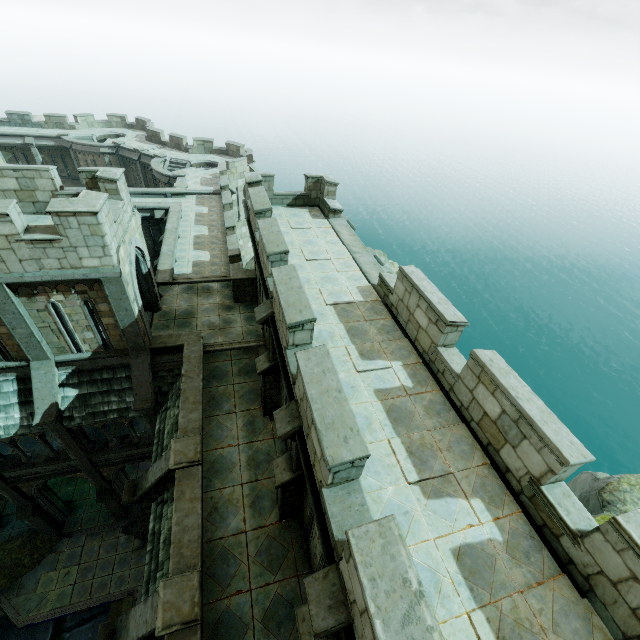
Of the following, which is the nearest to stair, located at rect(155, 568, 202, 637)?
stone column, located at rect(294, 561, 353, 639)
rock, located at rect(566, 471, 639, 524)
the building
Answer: stone column, located at rect(294, 561, 353, 639)

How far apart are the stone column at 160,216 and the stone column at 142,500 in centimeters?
1875cm

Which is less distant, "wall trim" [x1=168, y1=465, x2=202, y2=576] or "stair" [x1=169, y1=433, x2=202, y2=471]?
"wall trim" [x1=168, y1=465, x2=202, y2=576]

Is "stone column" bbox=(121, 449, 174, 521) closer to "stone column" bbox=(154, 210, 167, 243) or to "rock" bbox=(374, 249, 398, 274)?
"rock" bbox=(374, 249, 398, 274)

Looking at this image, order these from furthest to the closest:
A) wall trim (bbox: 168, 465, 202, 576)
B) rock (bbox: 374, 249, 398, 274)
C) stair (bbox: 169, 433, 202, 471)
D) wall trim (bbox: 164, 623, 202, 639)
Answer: rock (bbox: 374, 249, 398, 274), stair (bbox: 169, 433, 202, 471), wall trim (bbox: 168, 465, 202, 576), wall trim (bbox: 164, 623, 202, 639)

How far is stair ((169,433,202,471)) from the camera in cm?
927

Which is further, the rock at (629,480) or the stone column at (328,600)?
the rock at (629,480)

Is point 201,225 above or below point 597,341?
above
